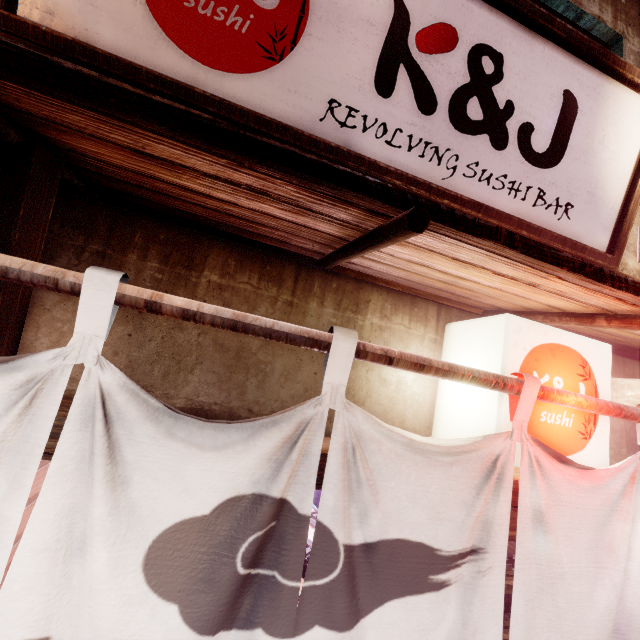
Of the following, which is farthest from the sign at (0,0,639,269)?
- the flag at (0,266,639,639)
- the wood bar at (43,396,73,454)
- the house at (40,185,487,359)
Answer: the wood bar at (43,396,73,454)

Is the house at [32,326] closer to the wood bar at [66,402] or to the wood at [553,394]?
the wood bar at [66,402]

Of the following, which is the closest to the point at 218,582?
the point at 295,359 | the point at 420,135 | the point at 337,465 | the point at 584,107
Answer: the point at 337,465

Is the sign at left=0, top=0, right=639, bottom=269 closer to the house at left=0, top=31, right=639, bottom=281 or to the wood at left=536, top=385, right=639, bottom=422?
the house at left=0, top=31, right=639, bottom=281

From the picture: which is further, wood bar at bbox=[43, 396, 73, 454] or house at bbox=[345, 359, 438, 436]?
house at bbox=[345, 359, 438, 436]

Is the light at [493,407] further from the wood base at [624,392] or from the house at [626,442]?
the wood base at [624,392]

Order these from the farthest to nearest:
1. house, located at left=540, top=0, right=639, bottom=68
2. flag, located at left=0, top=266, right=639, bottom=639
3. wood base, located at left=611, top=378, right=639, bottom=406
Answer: house, located at left=540, top=0, right=639, bottom=68 < wood base, located at left=611, top=378, right=639, bottom=406 < flag, located at left=0, top=266, right=639, bottom=639

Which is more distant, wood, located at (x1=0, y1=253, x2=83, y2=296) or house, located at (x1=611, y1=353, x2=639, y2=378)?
house, located at (x1=611, y1=353, x2=639, y2=378)
